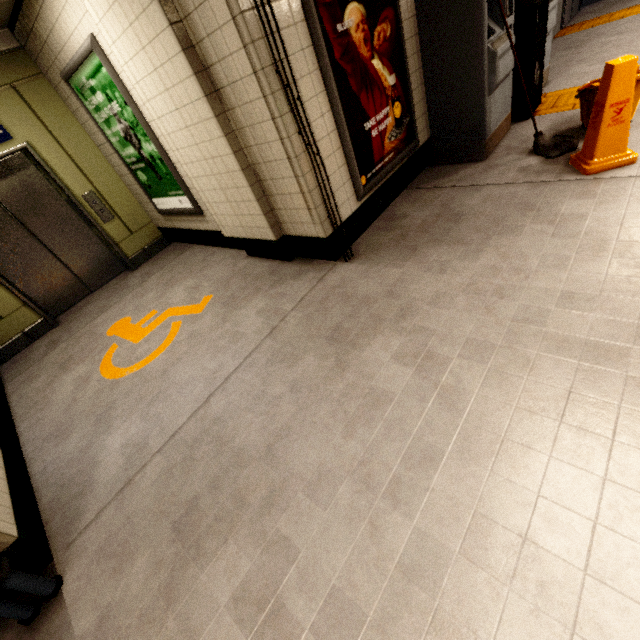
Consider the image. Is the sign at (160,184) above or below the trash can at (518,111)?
above

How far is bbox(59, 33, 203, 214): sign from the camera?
3.2 meters

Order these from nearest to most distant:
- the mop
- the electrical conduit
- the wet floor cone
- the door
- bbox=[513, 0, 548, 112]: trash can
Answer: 1. the electrical conduit
2. the wet floor cone
3. the mop
4. bbox=[513, 0, 548, 112]: trash can
5. the door

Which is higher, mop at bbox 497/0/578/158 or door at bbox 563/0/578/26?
door at bbox 563/0/578/26

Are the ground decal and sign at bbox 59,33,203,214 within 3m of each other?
yes

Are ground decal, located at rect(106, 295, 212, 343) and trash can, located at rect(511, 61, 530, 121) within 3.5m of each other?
no

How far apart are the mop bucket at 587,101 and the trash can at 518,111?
0.74m

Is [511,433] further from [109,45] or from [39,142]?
[39,142]
